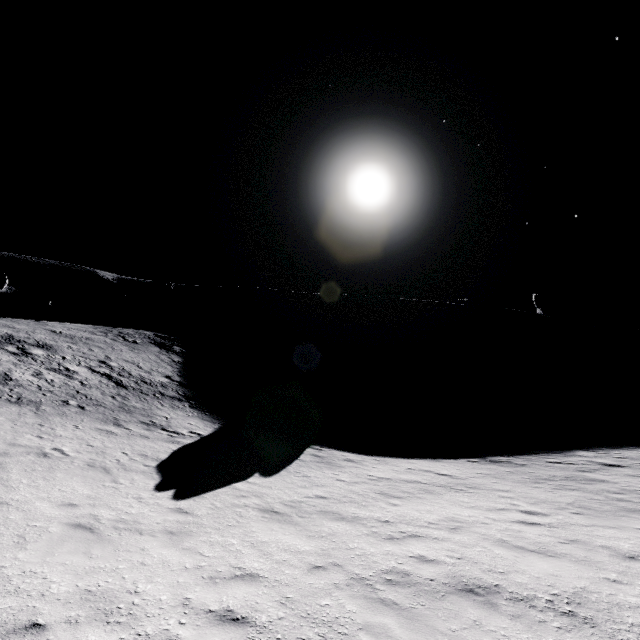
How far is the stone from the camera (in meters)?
51.78

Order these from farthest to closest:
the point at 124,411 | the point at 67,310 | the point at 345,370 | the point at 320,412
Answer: the point at 67,310
the point at 345,370
the point at 320,412
the point at 124,411

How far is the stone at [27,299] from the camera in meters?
51.8
